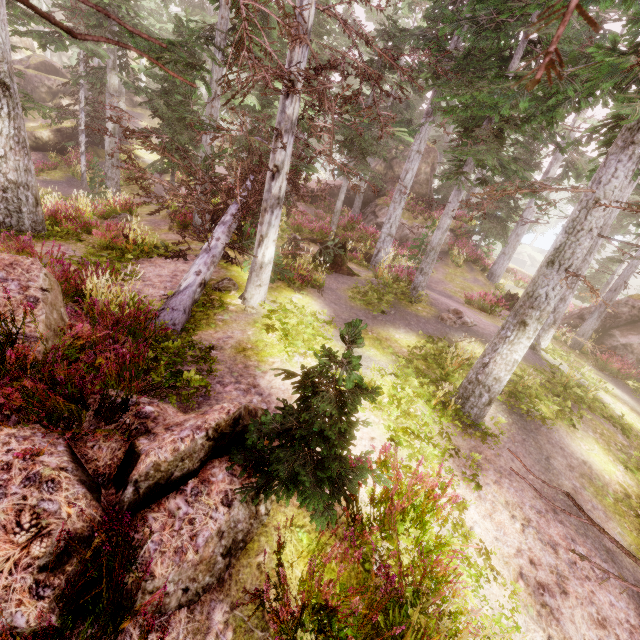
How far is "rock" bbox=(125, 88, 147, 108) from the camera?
36.5m

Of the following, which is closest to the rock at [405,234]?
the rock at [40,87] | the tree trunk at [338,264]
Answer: the tree trunk at [338,264]

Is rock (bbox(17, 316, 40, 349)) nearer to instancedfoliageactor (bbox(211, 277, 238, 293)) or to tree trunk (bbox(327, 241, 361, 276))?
instancedfoliageactor (bbox(211, 277, 238, 293))

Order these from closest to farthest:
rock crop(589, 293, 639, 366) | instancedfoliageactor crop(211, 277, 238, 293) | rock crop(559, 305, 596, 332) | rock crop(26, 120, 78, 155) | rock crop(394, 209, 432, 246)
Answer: instancedfoliageactor crop(211, 277, 238, 293), rock crop(589, 293, 639, 366), rock crop(559, 305, 596, 332), rock crop(394, 209, 432, 246), rock crop(26, 120, 78, 155)

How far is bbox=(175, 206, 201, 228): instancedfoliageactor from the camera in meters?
13.3

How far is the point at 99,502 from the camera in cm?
259

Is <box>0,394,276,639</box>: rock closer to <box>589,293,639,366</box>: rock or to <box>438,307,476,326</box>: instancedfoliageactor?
<box>438,307,476,326</box>: instancedfoliageactor

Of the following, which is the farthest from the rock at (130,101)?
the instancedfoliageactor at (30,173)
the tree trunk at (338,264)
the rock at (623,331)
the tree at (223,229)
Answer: the rock at (623,331)
